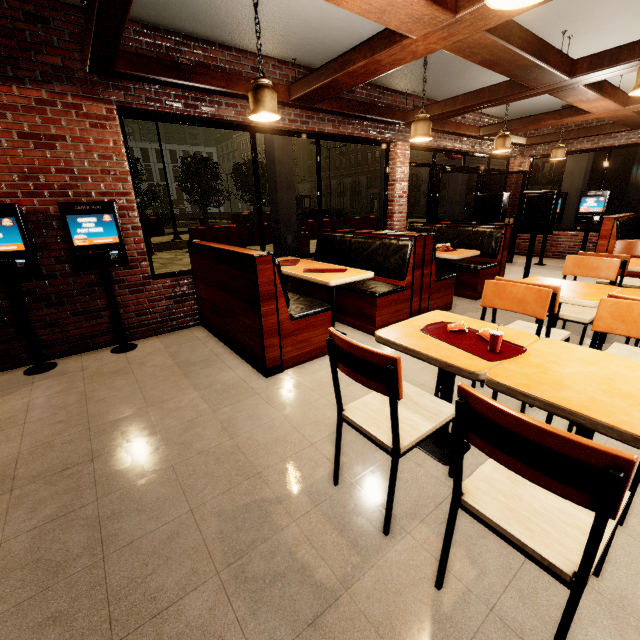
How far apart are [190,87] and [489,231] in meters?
4.9

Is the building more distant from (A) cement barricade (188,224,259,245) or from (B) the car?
(B) the car

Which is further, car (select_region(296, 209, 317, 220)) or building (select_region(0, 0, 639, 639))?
car (select_region(296, 209, 317, 220))

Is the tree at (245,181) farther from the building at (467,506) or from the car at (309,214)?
the building at (467,506)

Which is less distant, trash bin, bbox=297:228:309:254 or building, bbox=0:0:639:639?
building, bbox=0:0:639:639

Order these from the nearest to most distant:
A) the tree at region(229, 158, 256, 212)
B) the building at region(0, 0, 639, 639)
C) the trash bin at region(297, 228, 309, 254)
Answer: the building at region(0, 0, 639, 639) → the trash bin at region(297, 228, 309, 254) → the tree at region(229, 158, 256, 212)

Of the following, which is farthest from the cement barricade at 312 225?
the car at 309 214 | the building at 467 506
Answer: the building at 467 506

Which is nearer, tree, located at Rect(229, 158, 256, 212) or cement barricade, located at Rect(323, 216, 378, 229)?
cement barricade, located at Rect(323, 216, 378, 229)
